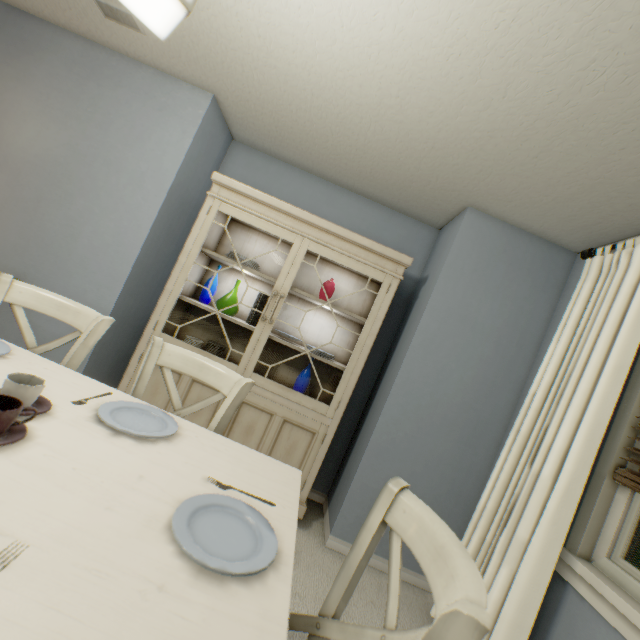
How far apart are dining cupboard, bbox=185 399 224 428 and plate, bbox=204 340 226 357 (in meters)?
0.03

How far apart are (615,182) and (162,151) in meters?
2.7

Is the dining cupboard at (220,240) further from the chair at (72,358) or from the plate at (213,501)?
the plate at (213,501)

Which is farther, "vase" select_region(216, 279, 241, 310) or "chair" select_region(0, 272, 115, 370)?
"vase" select_region(216, 279, 241, 310)

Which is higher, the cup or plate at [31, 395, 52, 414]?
the cup

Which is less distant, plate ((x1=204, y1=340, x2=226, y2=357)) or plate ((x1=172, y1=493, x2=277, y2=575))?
plate ((x1=172, y1=493, x2=277, y2=575))

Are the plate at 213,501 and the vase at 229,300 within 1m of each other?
no
